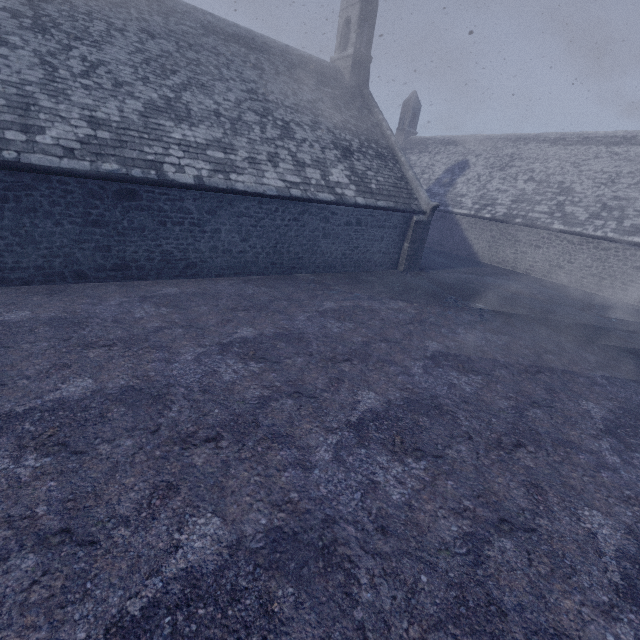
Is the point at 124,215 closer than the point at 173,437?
No
